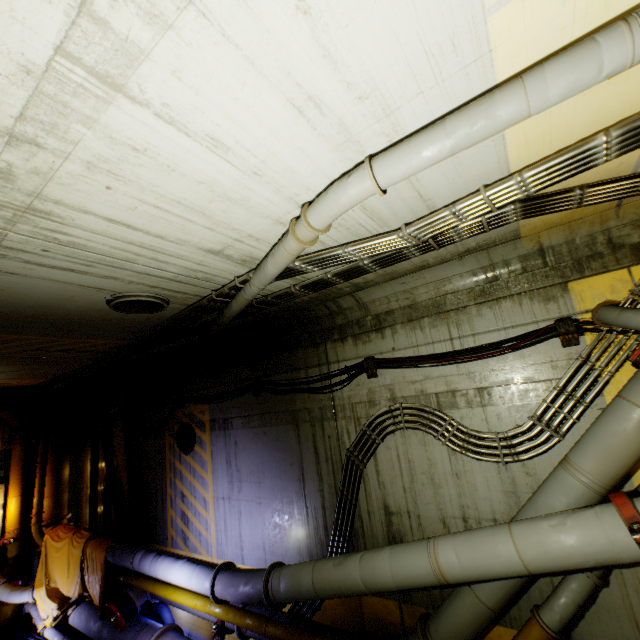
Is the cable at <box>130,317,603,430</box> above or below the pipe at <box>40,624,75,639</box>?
above

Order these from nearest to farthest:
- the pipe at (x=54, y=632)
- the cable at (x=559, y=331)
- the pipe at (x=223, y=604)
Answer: the pipe at (x=223, y=604) < the cable at (x=559, y=331) < the pipe at (x=54, y=632)

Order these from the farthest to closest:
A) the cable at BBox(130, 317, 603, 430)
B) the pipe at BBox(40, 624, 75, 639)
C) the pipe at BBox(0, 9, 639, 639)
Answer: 1. the pipe at BBox(40, 624, 75, 639)
2. the cable at BBox(130, 317, 603, 430)
3. the pipe at BBox(0, 9, 639, 639)

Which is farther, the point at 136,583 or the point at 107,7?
the point at 136,583

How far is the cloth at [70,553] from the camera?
8.4m

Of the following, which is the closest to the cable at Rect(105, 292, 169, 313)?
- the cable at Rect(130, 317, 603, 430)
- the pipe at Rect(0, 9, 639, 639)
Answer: the pipe at Rect(0, 9, 639, 639)

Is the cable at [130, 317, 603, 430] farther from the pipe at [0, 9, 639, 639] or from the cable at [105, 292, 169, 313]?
the cable at [105, 292, 169, 313]
